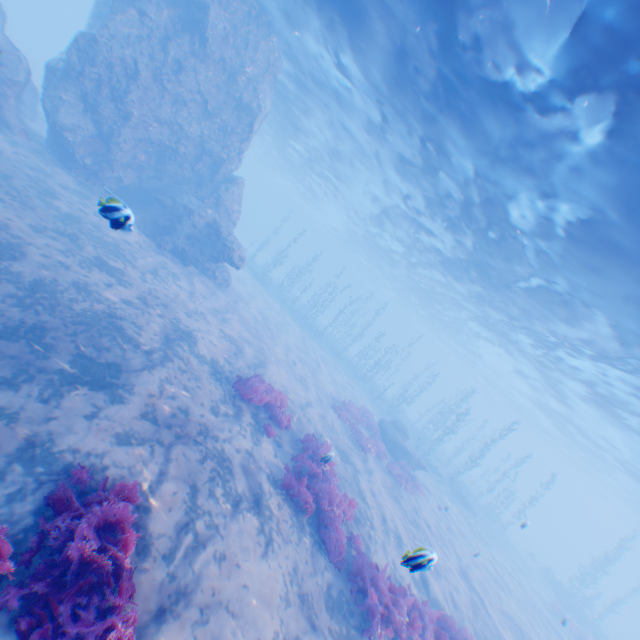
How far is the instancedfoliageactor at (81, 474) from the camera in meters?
5.1 m

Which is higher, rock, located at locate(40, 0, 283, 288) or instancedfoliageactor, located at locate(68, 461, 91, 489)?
rock, located at locate(40, 0, 283, 288)

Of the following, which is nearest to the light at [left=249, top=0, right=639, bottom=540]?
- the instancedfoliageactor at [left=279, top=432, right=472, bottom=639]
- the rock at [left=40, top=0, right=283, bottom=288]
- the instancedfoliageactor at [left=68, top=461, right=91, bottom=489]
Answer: the rock at [left=40, top=0, right=283, bottom=288]

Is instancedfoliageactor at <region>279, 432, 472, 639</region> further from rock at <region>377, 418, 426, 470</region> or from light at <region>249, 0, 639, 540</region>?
rock at <region>377, 418, 426, 470</region>

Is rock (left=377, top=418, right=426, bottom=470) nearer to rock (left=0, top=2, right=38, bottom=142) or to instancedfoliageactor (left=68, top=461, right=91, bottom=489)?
rock (left=0, top=2, right=38, bottom=142)

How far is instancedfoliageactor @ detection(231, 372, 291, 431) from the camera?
10.8 meters

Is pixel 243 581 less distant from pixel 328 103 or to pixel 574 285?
pixel 574 285

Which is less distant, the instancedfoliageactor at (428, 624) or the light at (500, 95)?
the instancedfoliageactor at (428, 624)
